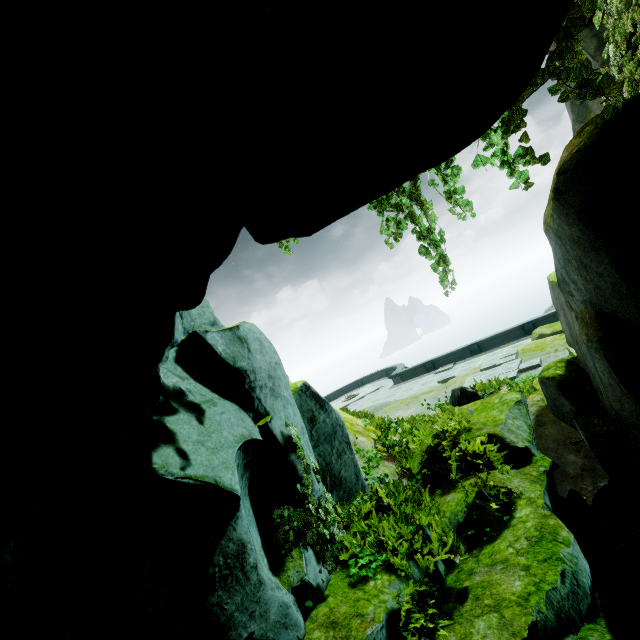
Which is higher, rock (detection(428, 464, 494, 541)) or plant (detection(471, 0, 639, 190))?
plant (detection(471, 0, 639, 190))

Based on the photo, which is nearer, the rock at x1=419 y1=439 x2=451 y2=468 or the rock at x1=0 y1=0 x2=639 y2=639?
the rock at x1=0 y1=0 x2=639 y2=639

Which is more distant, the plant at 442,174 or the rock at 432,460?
the rock at 432,460

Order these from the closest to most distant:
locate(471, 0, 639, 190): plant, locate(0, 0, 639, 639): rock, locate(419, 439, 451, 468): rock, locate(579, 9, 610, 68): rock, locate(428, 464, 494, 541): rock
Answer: locate(0, 0, 639, 639): rock < locate(471, 0, 639, 190): plant < locate(428, 464, 494, 541): rock < locate(419, 439, 451, 468): rock < locate(579, 9, 610, 68): rock

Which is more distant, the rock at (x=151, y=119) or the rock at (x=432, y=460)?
the rock at (x=432, y=460)

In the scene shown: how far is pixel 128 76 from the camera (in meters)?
2.21
